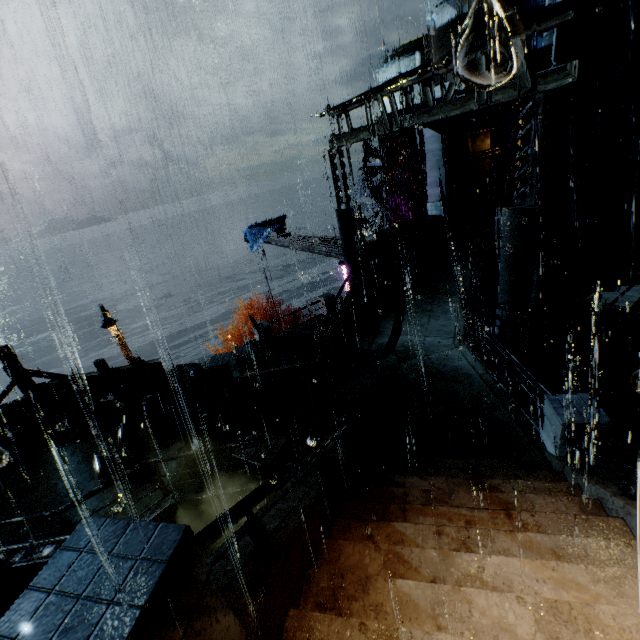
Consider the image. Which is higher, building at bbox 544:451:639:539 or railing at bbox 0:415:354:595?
A: railing at bbox 0:415:354:595

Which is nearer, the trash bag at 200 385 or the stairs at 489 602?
the stairs at 489 602

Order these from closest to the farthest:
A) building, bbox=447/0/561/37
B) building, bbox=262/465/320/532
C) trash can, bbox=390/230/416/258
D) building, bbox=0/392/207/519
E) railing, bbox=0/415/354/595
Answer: railing, bbox=0/415/354/595 < building, bbox=262/465/320/532 < building, bbox=0/392/207/519 < trash can, bbox=390/230/416/258 < building, bbox=447/0/561/37

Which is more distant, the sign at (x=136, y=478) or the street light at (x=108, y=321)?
the street light at (x=108, y=321)

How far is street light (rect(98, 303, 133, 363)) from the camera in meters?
18.4 m

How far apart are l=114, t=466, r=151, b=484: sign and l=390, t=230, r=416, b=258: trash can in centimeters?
1317cm

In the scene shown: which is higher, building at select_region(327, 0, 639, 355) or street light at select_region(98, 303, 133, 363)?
building at select_region(327, 0, 639, 355)

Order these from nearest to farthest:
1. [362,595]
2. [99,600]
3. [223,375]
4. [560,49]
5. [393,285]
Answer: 1. [99,600]
2. [362,595]
3. [560,49]
4. [223,375]
5. [393,285]
